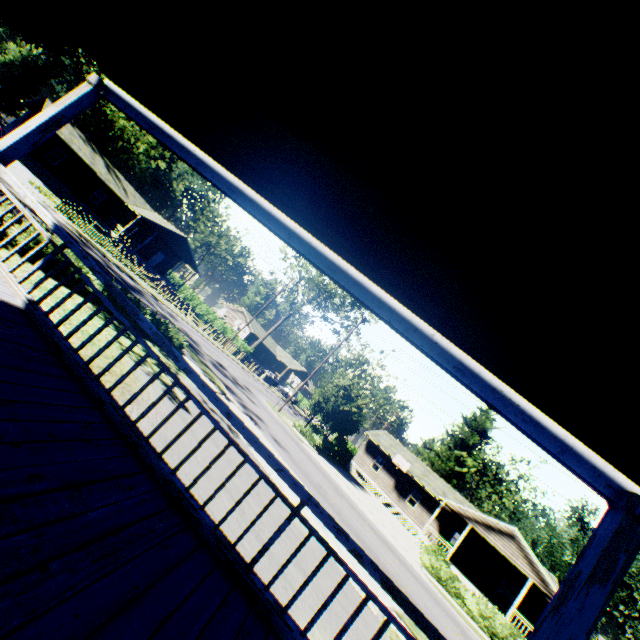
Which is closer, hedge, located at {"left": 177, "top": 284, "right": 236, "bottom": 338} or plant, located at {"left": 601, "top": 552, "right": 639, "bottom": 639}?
plant, located at {"left": 601, "top": 552, "right": 639, "bottom": 639}

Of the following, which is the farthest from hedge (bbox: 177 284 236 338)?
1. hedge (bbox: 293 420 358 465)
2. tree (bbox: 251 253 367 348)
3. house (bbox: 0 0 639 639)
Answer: house (bbox: 0 0 639 639)

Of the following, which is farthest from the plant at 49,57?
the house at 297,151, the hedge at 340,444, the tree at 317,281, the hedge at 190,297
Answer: the hedge at 190,297

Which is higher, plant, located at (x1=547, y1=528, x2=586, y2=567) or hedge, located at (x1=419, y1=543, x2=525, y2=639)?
Result: plant, located at (x1=547, y1=528, x2=586, y2=567)

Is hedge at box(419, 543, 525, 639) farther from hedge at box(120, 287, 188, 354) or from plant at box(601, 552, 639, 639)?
hedge at box(120, 287, 188, 354)

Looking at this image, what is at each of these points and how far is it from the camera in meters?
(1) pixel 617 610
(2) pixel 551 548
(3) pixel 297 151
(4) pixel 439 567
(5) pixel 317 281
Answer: (1) plant, 37.7 m
(2) plant, 58.2 m
(3) house, 3.2 m
(4) hedge, 20.5 m
(5) tree, 45.0 m

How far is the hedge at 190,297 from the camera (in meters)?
45.54

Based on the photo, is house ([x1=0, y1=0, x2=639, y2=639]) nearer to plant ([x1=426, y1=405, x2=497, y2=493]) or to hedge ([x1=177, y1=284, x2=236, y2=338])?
plant ([x1=426, y1=405, x2=497, y2=493])
